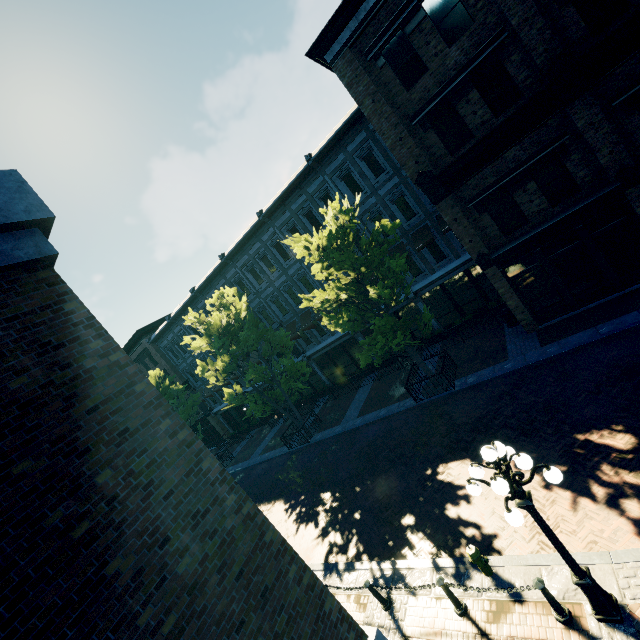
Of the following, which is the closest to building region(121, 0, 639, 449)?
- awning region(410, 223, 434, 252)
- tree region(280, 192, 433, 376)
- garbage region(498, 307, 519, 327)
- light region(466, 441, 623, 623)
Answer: awning region(410, 223, 434, 252)

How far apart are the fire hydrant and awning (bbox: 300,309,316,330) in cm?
1677

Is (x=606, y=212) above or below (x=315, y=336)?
below

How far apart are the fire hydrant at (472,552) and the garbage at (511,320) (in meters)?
11.26

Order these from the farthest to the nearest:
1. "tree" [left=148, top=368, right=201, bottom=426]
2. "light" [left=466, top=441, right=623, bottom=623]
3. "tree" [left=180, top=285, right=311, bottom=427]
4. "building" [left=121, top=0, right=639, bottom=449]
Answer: "tree" [left=148, top=368, right=201, bottom=426] → "tree" [left=180, top=285, right=311, bottom=427] → "building" [left=121, top=0, right=639, bottom=449] → "light" [left=466, top=441, right=623, bottom=623]

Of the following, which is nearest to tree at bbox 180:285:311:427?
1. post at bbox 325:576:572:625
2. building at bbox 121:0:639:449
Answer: building at bbox 121:0:639:449

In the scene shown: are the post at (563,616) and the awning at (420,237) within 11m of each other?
no

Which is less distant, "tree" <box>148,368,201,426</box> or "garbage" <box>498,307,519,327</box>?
"garbage" <box>498,307,519,327</box>
